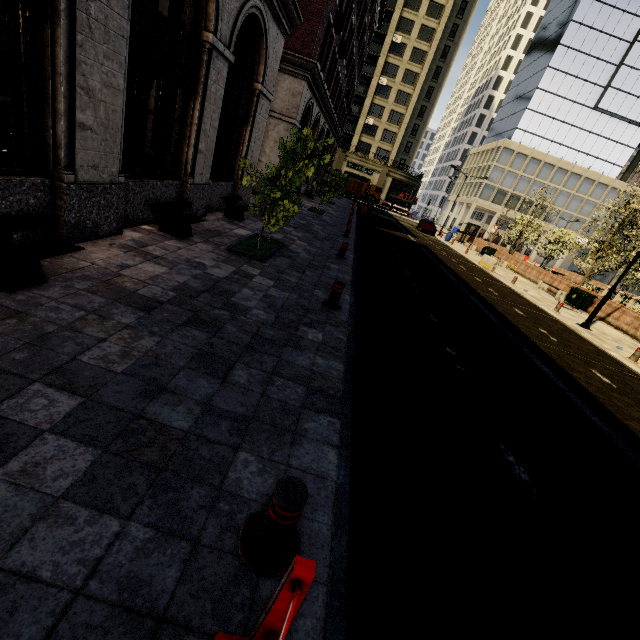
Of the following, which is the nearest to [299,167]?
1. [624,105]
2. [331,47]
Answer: [331,47]

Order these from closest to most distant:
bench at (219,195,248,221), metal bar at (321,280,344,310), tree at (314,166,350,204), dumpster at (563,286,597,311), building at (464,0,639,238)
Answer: metal bar at (321,280,344,310) → bench at (219,195,248,221) → dumpster at (563,286,597,311) → tree at (314,166,350,204) → building at (464,0,639,238)

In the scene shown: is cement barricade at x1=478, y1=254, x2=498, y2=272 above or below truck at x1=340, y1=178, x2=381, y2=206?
below

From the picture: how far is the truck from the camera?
50.59m

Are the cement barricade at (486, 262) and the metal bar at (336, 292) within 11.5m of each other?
no

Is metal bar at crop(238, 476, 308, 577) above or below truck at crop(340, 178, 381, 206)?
below

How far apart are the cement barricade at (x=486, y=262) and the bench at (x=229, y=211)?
18.41m

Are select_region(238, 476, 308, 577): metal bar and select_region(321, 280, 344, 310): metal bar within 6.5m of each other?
yes
